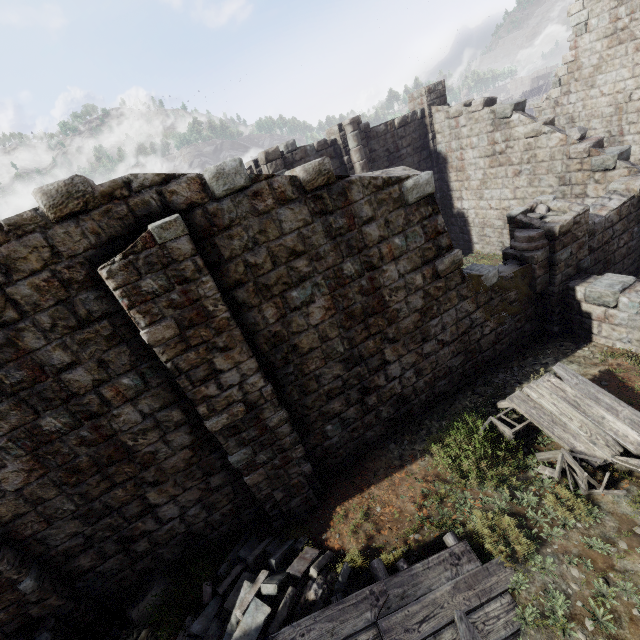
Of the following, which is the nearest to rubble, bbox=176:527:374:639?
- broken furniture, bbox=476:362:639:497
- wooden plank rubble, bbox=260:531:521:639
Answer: wooden plank rubble, bbox=260:531:521:639

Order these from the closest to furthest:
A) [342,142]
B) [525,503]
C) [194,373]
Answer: [194,373]
[525,503]
[342,142]

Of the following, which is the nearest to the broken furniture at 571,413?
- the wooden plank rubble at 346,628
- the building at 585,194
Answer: the building at 585,194

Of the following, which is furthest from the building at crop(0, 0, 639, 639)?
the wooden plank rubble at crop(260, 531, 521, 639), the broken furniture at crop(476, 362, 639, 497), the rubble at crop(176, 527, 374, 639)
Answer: the wooden plank rubble at crop(260, 531, 521, 639)

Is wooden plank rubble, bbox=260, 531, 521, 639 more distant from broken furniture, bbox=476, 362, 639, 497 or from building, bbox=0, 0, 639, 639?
building, bbox=0, 0, 639, 639

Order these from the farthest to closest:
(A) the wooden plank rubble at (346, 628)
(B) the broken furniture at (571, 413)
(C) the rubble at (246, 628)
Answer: (B) the broken furniture at (571, 413), (C) the rubble at (246, 628), (A) the wooden plank rubble at (346, 628)

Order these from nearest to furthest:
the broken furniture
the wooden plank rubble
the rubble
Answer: the wooden plank rubble < the rubble < the broken furniture
